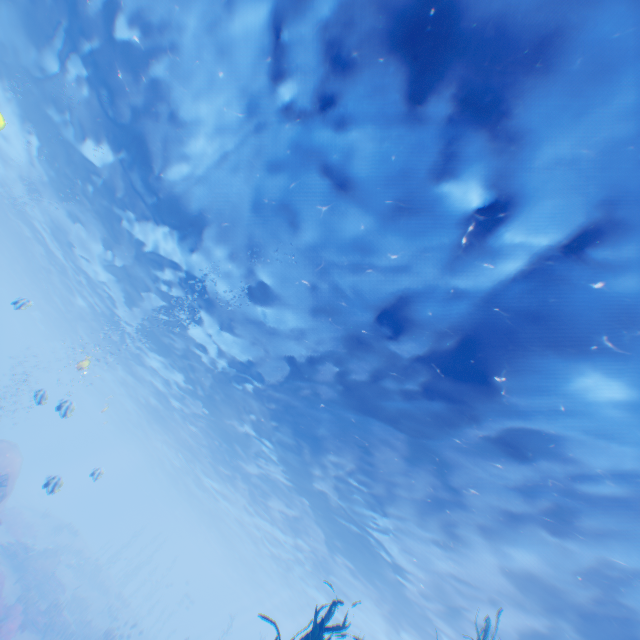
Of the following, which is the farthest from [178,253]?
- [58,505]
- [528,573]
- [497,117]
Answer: [58,505]

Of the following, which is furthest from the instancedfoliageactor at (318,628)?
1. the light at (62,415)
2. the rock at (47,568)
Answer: the rock at (47,568)

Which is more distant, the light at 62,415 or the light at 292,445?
the light at 62,415

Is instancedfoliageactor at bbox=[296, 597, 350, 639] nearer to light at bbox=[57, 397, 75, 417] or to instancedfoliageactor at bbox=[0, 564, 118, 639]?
light at bbox=[57, 397, 75, 417]

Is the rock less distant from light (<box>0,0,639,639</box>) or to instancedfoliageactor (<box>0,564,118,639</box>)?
instancedfoliageactor (<box>0,564,118,639</box>)

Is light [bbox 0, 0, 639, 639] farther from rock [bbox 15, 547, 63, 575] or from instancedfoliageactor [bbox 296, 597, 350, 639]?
rock [bbox 15, 547, 63, 575]

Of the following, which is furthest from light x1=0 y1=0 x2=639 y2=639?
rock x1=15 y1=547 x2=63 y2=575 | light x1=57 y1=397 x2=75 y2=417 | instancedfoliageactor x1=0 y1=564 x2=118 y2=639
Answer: instancedfoliageactor x1=0 y1=564 x2=118 y2=639
